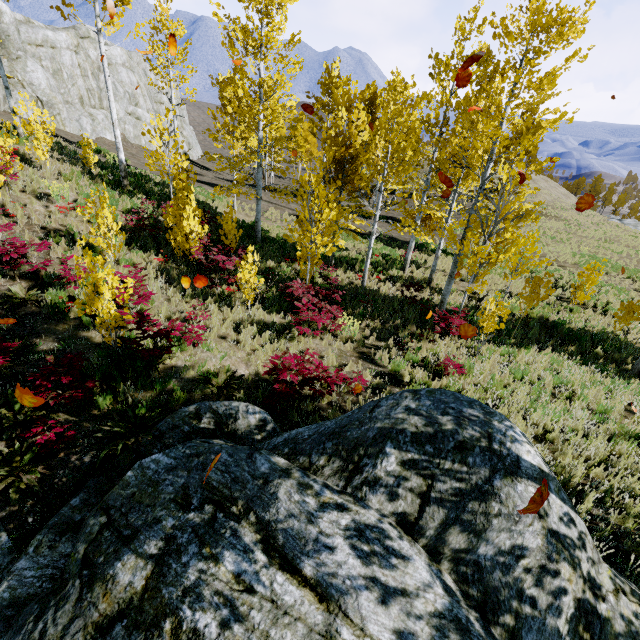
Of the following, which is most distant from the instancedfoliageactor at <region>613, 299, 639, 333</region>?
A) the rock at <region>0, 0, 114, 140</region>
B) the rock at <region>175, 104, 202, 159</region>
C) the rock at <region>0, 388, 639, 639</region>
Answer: the rock at <region>175, 104, 202, 159</region>

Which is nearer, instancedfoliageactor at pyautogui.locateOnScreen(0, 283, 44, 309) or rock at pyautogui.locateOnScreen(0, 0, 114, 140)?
instancedfoliageactor at pyautogui.locateOnScreen(0, 283, 44, 309)

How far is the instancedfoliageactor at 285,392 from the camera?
6.2m

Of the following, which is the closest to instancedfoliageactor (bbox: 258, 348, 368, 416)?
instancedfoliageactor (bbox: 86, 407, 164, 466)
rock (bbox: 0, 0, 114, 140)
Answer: instancedfoliageactor (bbox: 86, 407, 164, 466)

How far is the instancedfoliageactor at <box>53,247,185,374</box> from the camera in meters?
6.3 m

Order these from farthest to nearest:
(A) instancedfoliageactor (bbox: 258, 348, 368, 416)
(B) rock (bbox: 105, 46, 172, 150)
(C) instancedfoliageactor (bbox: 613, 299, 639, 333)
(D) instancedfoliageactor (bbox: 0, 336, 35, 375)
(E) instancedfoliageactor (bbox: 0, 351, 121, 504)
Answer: (B) rock (bbox: 105, 46, 172, 150)
(C) instancedfoliageactor (bbox: 613, 299, 639, 333)
(A) instancedfoliageactor (bbox: 258, 348, 368, 416)
(D) instancedfoliageactor (bbox: 0, 336, 35, 375)
(E) instancedfoliageactor (bbox: 0, 351, 121, 504)

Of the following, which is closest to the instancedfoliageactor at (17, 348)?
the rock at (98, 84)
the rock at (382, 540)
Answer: the rock at (382, 540)

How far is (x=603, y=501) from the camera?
5.28m
